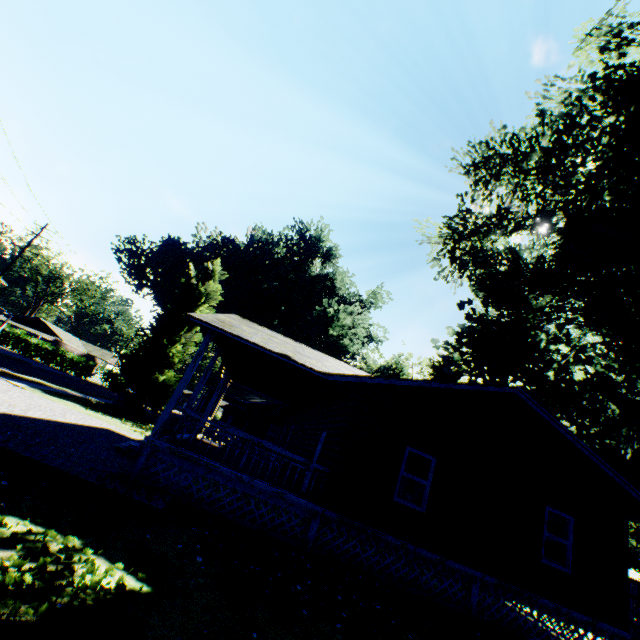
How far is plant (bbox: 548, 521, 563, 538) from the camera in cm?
2828

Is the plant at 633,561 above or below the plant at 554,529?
above

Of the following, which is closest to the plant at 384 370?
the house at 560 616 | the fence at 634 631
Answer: the fence at 634 631

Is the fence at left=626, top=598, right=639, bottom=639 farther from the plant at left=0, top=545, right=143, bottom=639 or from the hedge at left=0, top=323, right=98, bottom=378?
the hedge at left=0, top=323, right=98, bottom=378

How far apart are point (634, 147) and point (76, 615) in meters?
21.9

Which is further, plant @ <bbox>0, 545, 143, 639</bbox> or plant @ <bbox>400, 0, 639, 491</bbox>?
plant @ <bbox>400, 0, 639, 491</bbox>
